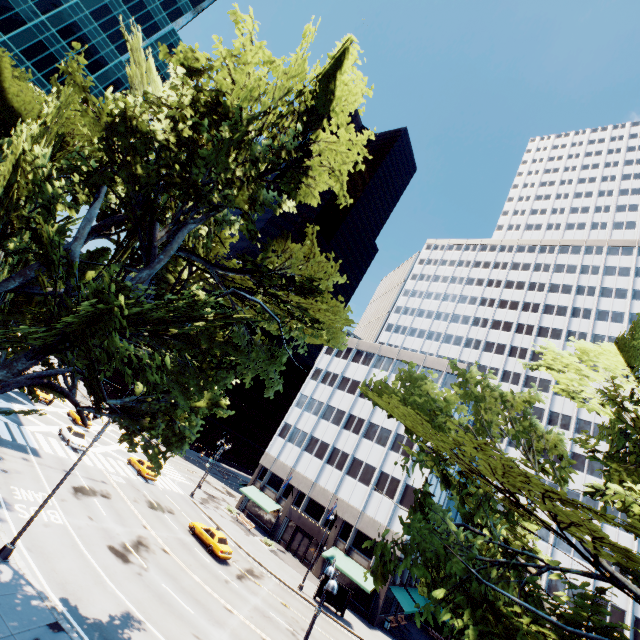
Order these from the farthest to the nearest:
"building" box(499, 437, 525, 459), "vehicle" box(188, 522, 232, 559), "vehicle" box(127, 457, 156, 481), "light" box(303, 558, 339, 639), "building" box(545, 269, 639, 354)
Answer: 1. "building" box(545, 269, 639, 354)
2. "building" box(499, 437, 525, 459)
3. "vehicle" box(127, 457, 156, 481)
4. "vehicle" box(188, 522, 232, 559)
5. "light" box(303, 558, 339, 639)

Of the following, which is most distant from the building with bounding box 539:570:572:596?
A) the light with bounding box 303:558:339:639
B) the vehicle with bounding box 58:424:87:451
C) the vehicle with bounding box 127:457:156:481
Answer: the light with bounding box 303:558:339:639

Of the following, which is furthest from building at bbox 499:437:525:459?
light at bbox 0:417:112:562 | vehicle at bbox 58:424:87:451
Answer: light at bbox 0:417:112:562

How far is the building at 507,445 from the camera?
50.88m

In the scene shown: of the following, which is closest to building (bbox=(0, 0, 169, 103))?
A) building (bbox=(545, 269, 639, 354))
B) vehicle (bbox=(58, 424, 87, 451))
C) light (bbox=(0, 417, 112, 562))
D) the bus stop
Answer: vehicle (bbox=(58, 424, 87, 451))

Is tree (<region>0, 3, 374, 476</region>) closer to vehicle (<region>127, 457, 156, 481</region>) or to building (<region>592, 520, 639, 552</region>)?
building (<region>592, 520, 639, 552</region>)

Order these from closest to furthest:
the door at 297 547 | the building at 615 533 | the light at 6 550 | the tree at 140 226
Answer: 1. the tree at 140 226
2. the light at 6 550
3. the building at 615 533
4. the door at 297 547

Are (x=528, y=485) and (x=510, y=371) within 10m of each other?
no
